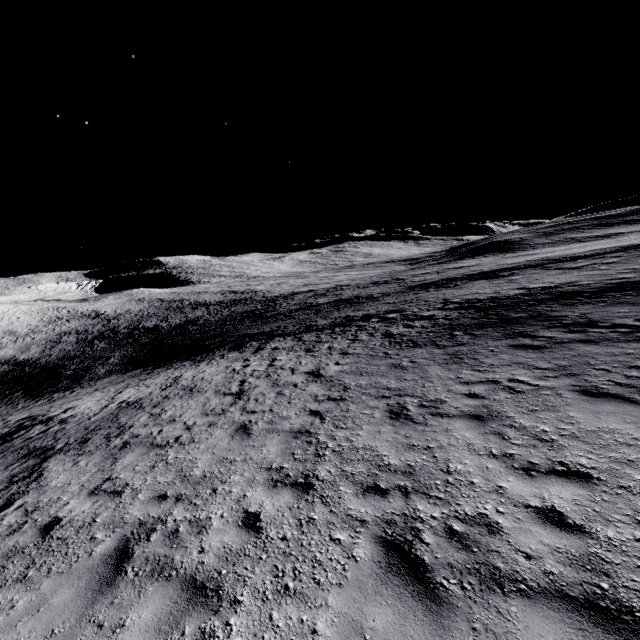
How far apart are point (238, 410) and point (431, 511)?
7.51m
